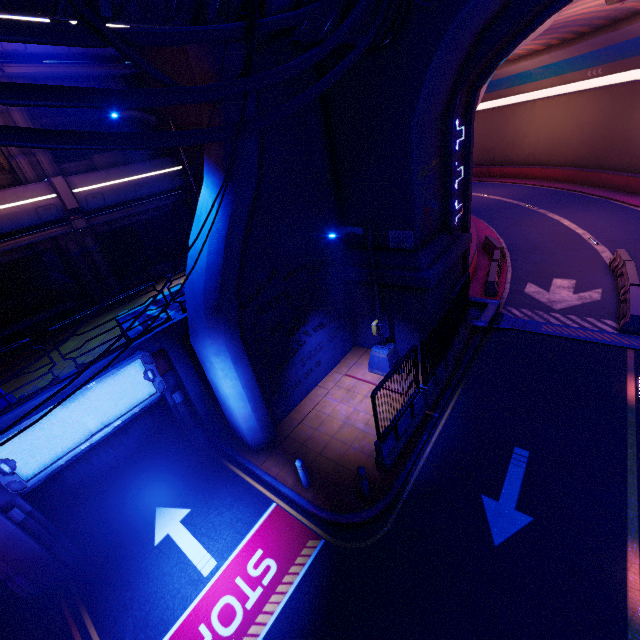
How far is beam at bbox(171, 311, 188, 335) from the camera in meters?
9.6

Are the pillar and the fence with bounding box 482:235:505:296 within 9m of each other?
no

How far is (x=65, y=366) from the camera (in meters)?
9.12

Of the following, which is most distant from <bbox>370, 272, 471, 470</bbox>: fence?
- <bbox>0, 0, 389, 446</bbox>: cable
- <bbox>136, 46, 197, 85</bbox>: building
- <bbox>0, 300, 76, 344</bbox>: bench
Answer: <bbox>0, 300, 76, 344</bbox>: bench

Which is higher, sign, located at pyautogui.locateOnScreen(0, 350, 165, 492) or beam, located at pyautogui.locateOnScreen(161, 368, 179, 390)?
sign, located at pyautogui.locateOnScreen(0, 350, 165, 492)

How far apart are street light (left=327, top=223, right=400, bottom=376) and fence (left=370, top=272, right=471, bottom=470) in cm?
127

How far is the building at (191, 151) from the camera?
12.82m

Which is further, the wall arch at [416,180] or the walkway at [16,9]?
the wall arch at [416,180]
